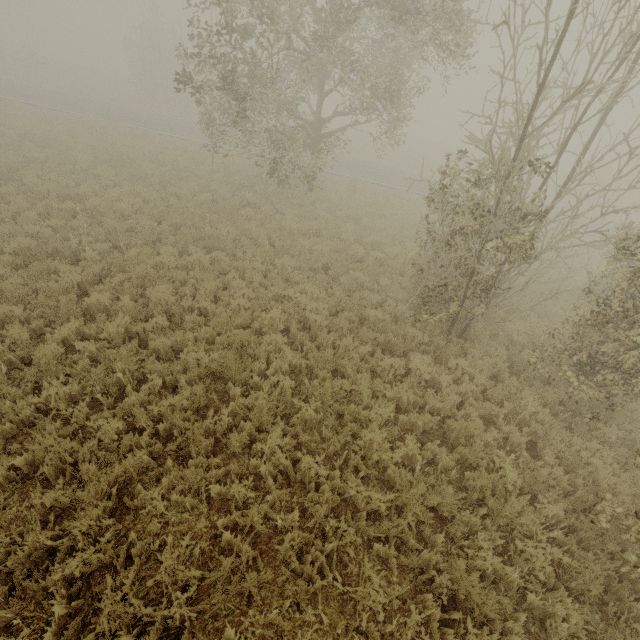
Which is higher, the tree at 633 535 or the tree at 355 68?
the tree at 355 68

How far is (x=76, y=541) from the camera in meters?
3.7 m

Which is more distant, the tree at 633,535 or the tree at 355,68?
the tree at 355,68

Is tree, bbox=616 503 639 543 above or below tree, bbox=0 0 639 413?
below

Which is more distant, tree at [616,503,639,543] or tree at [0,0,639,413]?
tree at [0,0,639,413]
